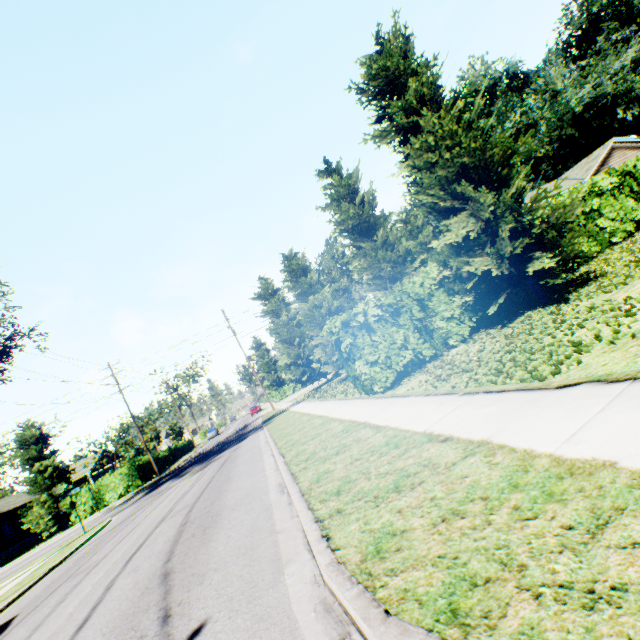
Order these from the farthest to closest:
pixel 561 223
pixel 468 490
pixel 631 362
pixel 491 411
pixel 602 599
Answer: pixel 561 223, pixel 491 411, pixel 631 362, pixel 468 490, pixel 602 599

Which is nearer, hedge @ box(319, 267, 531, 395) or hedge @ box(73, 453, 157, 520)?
hedge @ box(319, 267, 531, 395)

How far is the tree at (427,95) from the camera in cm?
850

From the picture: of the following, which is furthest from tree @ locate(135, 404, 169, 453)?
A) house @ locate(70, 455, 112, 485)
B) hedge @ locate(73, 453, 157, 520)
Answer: hedge @ locate(73, 453, 157, 520)

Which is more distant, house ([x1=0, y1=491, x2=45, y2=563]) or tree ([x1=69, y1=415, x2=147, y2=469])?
tree ([x1=69, y1=415, x2=147, y2=469])

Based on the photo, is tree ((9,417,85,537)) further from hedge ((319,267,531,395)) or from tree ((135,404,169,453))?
hedge ((319,267,531,395))

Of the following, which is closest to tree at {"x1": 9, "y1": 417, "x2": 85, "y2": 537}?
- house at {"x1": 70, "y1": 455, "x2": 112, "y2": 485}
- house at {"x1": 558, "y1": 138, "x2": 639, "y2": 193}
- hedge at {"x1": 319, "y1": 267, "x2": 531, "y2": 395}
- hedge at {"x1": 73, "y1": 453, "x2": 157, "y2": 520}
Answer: hedge at {"x1": 73, "y1": 453, "x2": 157, "y2": 520}

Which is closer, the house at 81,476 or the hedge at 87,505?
the hedge at 87,505
